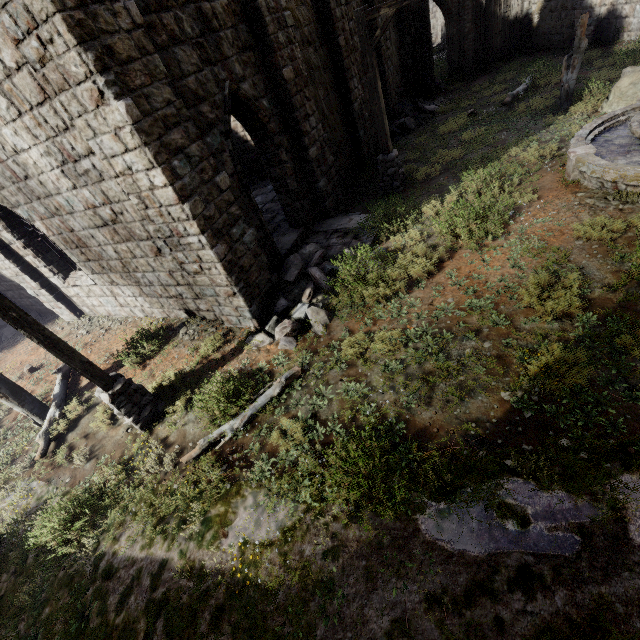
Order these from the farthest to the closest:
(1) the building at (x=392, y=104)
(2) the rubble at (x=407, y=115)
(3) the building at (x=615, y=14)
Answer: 1. (2) the rubble at (x=407, y=115)
2. (1) the building at (x=392, y=104)
3. (3) the building at (x=615, y=14)

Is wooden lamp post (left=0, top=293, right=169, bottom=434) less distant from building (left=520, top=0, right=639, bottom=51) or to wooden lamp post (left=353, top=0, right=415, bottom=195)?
building (left=520, top=0, right=639, bottom=51)

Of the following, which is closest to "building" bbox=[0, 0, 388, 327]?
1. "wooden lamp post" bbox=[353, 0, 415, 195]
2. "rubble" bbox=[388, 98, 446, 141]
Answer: "rubble" bbox=[388, 98, 446, 141]

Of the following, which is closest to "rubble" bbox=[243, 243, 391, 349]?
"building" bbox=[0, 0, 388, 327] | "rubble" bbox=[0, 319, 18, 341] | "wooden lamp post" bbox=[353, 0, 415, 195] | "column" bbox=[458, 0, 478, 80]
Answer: "building" bbox=[0, 0, 388, 327]

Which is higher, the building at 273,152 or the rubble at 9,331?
the building at 273,152

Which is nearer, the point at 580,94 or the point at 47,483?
the point at 47,483

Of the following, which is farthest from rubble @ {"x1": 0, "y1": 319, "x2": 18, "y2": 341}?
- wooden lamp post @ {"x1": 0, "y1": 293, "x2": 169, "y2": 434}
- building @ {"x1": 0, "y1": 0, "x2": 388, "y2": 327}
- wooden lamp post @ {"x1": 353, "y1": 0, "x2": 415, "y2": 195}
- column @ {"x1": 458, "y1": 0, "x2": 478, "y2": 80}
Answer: column @ {"x1": 458, "y1": 0, "x2": 478, "y2": 80}

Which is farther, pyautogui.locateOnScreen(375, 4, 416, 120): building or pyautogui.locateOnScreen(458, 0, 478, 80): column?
pyautogui.locateOnScreen(458, 0, 478, 80): column
